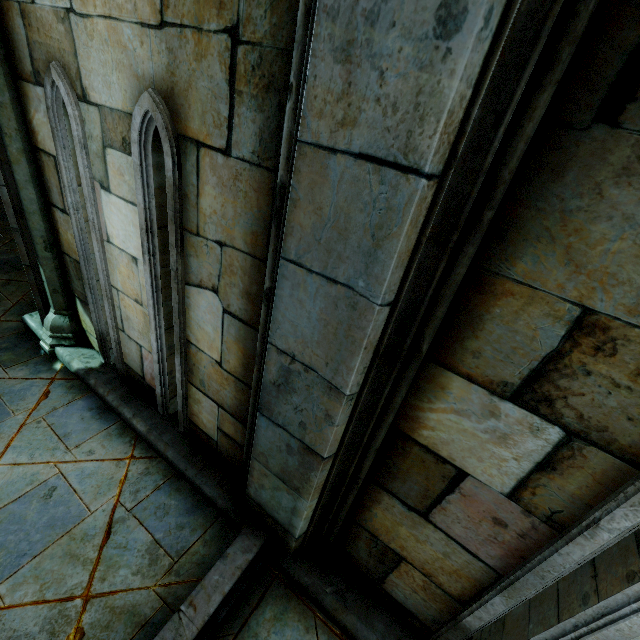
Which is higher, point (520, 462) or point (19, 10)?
point (19, 10)
